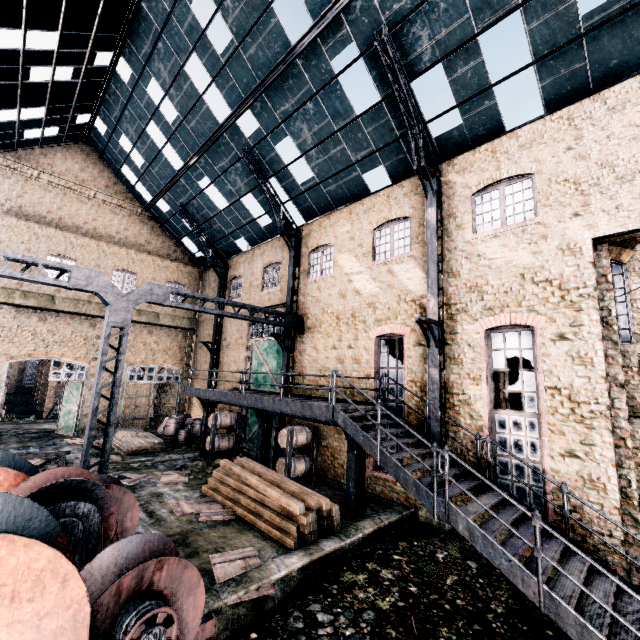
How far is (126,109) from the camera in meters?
19.5

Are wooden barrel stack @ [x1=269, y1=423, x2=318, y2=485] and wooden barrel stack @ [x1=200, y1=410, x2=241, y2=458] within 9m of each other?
yes

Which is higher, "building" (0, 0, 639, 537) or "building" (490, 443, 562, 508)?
"building" (0, 0, 639, 537)

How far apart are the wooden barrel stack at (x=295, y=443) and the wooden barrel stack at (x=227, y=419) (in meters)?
4.53

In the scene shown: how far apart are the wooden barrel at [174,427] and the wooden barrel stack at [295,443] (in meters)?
9.78

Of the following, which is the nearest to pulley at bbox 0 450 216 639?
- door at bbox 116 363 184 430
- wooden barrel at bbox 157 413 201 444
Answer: wooden barrel at bbox 157 413 201 444

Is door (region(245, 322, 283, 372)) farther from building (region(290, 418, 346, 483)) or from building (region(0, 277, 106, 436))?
building (region(290, 418, 346, 483))

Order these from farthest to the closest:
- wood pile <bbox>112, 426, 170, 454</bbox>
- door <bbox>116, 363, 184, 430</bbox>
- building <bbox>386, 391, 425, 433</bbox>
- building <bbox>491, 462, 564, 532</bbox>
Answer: door <bbox>116, 363, 184, 430</bbox> < wood pile <bbox>112, 426, 170, 454</bbox> < building <bbox>386, 391, 425, 433</bbox> < building <bbox>491, 462, 564, 532</bbox>
